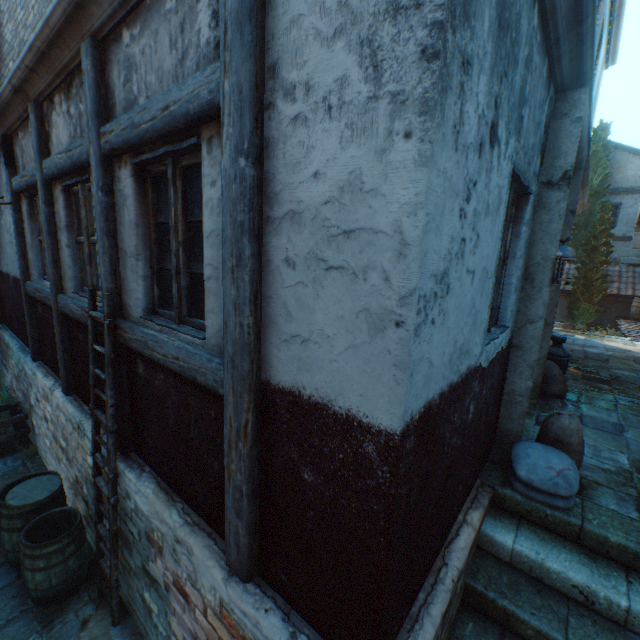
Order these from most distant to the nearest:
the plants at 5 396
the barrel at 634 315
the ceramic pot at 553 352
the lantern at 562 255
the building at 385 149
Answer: the barrel at 634 315 → the plants at 5 396 → the ceramic pot at 553 352 → the lantern at 562 255 → the building at 385 149

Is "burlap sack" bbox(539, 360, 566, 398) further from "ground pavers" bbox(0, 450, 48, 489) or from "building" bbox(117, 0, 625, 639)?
"ground pavers" bbox(0, 450, 48, 489)

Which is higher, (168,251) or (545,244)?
(545,244)

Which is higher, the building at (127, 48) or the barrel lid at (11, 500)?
the building at (127, 48)

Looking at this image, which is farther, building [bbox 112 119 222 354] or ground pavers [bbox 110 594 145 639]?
ground pavers [bbox 110 594 145 639]

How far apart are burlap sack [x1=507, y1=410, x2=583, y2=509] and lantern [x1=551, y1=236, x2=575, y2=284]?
1.4m

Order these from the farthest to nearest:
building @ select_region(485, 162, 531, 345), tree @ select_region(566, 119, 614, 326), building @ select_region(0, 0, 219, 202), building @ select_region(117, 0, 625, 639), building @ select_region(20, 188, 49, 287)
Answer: tree @ select_region(566, 119, 614, 326) < building @ select_region(20, 188, 49, 287) < building @ select_region(485, 162, 531, 345) < building @ select_region(0, 0, 219, 202) < building @ select_region(117, 0, 625, 639)

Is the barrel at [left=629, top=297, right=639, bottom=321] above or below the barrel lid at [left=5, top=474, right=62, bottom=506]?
above
